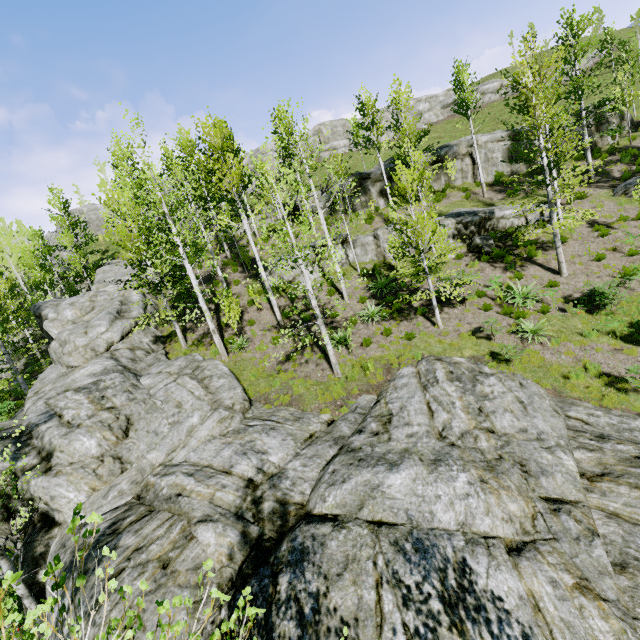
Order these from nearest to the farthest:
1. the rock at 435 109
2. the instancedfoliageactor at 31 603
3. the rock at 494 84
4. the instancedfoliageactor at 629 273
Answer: the instancedfoliageactor at 31 603
the instancedfoliageactor at 629 273
the rock at 494 84
the rock at 435 109

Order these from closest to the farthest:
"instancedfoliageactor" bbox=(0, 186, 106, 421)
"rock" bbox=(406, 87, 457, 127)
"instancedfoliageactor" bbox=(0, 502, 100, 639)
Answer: "instancedfoliageactor" bbox=(0, 502, 100, 639) < "instancedfoliageactor" bbox=(0, 186, 106, 421) < "rock" bbox=(406, 87, 457, 127)

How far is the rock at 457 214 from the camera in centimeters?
1855cm

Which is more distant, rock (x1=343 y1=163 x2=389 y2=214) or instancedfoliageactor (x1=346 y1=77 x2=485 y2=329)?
rock (x1=343 y1=163 x2=389 y2=214)

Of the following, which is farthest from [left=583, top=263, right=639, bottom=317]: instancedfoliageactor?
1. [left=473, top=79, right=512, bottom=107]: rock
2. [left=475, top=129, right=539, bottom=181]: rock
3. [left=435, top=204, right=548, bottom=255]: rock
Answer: [left=473, top=79, right=512, bottom=107]: rock

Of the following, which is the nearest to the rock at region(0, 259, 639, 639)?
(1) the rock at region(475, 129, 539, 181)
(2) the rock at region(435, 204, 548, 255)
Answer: (2) the rock at region(435, 204, 548, 255)

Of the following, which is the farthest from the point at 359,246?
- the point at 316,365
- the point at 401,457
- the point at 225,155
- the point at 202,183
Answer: the point at 401,457

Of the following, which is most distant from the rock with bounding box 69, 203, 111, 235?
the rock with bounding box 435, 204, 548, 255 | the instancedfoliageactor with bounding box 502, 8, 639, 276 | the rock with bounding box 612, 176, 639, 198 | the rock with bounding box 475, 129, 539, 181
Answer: the rock with bounding box 475, 129, 539, 181
